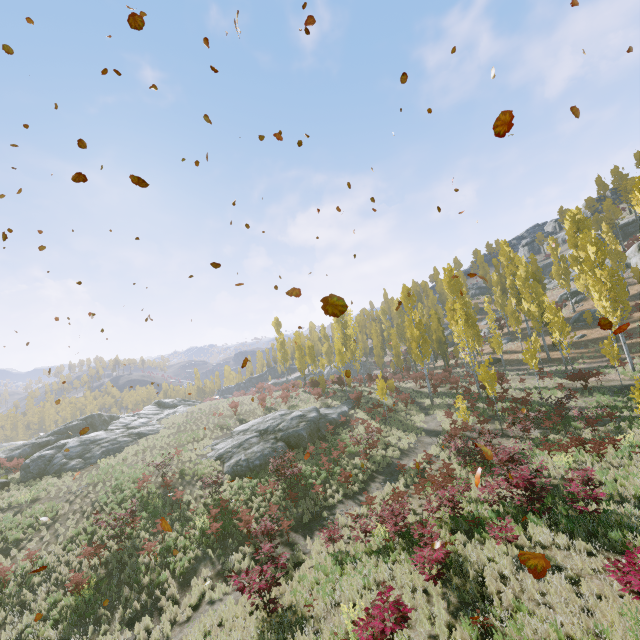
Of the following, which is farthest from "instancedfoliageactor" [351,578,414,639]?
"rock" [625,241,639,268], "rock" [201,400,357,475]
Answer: "rock" [625,241,639,268]

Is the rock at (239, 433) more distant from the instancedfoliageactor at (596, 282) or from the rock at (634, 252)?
the rock at (634, 252)

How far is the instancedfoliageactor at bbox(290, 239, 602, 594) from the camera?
12.4m

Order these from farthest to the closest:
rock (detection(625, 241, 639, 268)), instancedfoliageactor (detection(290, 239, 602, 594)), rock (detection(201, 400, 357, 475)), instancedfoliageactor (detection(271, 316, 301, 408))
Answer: rock (detection(625, 241, 639, 268)) < instancedfoliageactor (detection(271, 316, 301, 408)) < rock (detection(201, 400, 357, 475)) < instancedfoliageactor (detection(290, 239, 602, 594))

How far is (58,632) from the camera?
11.69m

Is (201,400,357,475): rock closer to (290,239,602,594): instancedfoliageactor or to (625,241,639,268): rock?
(290,239,602,594): instancedfoliageactor

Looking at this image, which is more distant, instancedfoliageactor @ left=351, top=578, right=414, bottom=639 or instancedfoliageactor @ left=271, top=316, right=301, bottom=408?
instancedfoliageactor @ left=271, top=316, right=301, bottom=408
